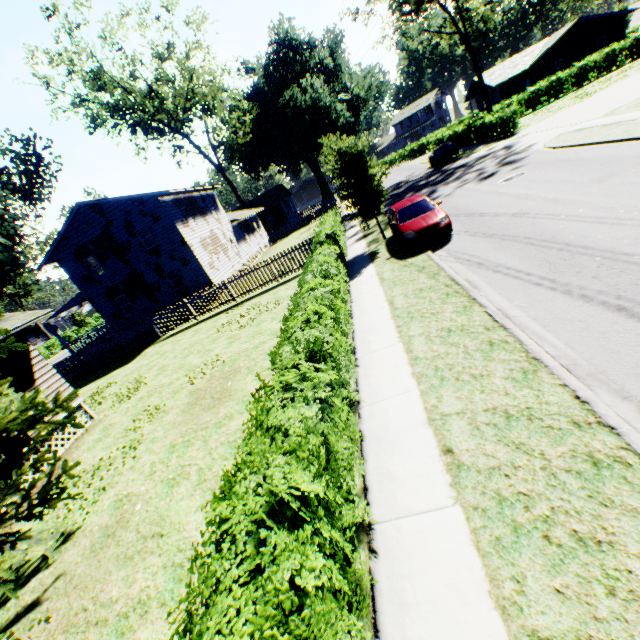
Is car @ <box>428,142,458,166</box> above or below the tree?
below

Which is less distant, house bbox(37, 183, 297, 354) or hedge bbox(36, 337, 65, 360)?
house bbox(37, 183, 297, 354)

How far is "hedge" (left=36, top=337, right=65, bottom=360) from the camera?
47.8m

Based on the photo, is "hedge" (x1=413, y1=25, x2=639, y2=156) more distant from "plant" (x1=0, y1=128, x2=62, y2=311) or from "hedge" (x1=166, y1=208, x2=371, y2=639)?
"hedge" (x1=166, y1=208, x2=371, y2=639)

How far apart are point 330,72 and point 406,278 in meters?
59.0

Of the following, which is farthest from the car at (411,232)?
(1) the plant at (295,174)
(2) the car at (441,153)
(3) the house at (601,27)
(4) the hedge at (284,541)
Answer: (3) the house at (601,27)

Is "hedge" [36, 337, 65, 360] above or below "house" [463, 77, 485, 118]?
below

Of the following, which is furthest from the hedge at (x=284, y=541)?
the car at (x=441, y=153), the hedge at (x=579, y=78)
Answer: the hedge at (x=579, y=78)
